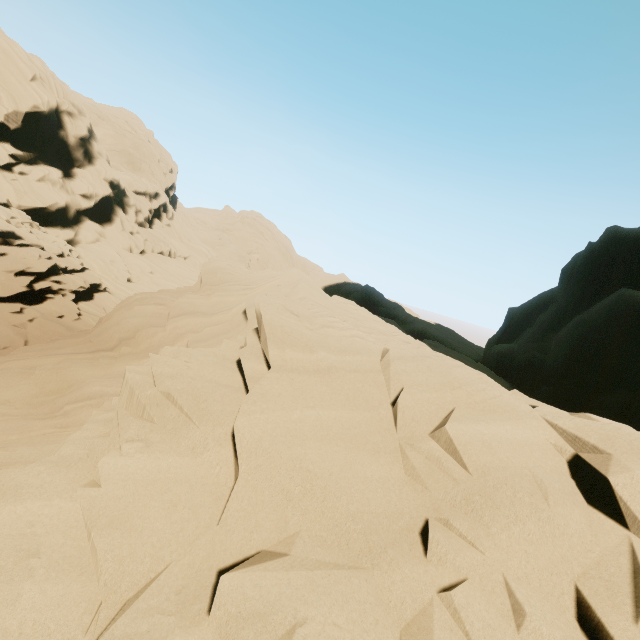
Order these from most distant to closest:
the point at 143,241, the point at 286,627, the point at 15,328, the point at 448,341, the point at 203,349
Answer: the point at 143,241
the point at 448,341
the point at 15,328
the point at 203,349
the point at 286,627
